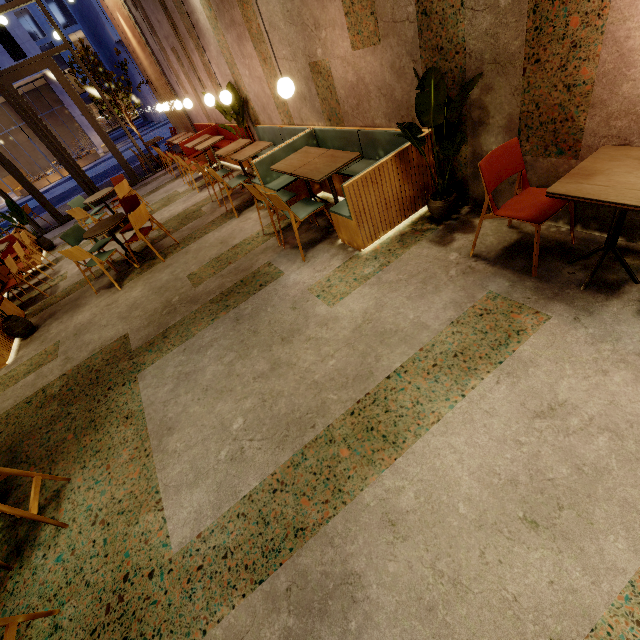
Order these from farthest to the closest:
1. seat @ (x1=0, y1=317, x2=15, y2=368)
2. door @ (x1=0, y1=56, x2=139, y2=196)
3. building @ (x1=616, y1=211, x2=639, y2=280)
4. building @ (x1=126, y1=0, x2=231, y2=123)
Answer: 1. door @ (x1=0, y1=56, x2=139, y2=196)
2. building @ (x1=126, y1=0, x2=231, y2=123)
3. seat @ (x1=0, y1=317, x2=15, y2=368)
4. building @ (x1=616, y1=211, x2=639, y2=280)

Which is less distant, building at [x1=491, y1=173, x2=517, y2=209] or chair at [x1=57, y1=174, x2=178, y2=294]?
building at [x1=491, y1=173, x2=517, y2=209]

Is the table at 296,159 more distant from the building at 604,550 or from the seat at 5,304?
the seat at 5,304

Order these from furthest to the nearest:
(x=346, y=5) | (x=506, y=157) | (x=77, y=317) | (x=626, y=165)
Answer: (x=77, y=317) < (x=346, y=5) < (x=506, y=157) < (x=626, y=165)

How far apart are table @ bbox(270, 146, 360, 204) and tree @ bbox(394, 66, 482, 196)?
0.62m

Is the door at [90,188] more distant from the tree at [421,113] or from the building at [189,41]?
the tree at [421,113]

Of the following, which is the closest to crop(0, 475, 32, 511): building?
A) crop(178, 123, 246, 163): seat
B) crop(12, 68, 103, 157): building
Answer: crop(178, 123, 246, 163): seat

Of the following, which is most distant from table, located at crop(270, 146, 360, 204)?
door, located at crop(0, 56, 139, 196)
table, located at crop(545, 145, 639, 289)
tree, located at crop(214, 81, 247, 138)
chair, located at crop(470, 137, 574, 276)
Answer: door, located at crop(0, 56, 139, 196)
